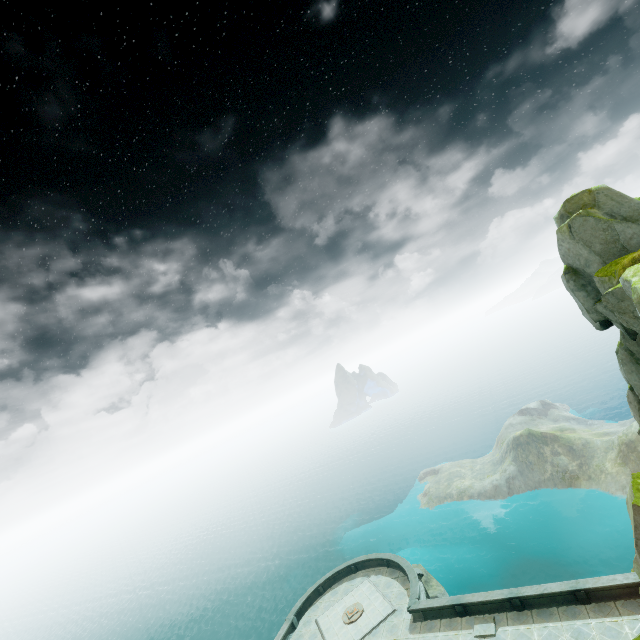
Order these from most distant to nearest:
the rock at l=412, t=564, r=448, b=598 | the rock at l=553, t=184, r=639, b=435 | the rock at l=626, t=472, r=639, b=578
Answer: the rock at l=412, t=564, r=448, b=598, the rock at l=626, t=472, r=639, b=578, the rock at l=553, t=184, r=639, b=435

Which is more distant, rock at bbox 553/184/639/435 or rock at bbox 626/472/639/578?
rock at bbox 626/472/639/578

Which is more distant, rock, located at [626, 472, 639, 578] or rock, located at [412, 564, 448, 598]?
rock, located at [412, 564, 448, 598]

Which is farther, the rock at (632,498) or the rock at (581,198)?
the rock at (632,498)

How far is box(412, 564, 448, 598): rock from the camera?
34.5m

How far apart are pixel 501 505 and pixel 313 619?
36.1m

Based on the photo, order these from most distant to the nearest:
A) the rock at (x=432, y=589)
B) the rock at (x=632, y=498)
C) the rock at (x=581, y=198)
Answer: the rock at (x=432, y=589) → the rock at (x=632, y=498) → the rock at (x=581, y=198)
